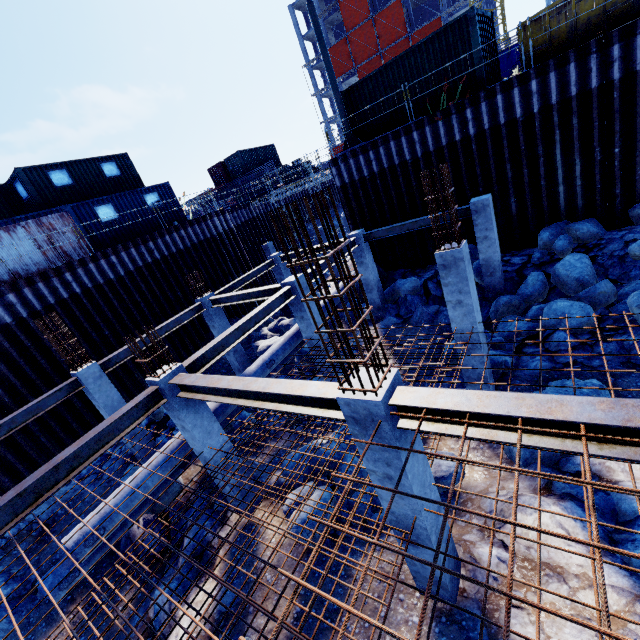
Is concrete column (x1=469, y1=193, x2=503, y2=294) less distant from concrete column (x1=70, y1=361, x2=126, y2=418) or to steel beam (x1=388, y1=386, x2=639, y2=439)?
steel beam (x1=388, y1=386, x2=639, y2=439)

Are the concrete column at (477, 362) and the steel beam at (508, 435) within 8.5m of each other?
yes

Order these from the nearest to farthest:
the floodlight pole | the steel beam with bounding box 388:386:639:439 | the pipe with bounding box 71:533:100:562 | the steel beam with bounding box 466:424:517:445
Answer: the steel beam with bounding box 388:386:639:439 → the steel beam with bounding box 466:424:517:445 → the pipe with bounding box 71:533:100:562 → the floodlight pole

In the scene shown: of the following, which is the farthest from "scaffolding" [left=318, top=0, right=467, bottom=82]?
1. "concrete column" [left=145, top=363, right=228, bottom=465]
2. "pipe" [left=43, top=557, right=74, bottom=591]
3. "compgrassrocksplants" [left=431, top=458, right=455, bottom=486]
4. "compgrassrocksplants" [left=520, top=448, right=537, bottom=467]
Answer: "concrete column" [left=145, top=363, right=228, bottom=465]

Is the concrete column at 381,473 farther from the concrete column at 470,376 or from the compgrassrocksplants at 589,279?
the compgrassrocksplants at 589,279

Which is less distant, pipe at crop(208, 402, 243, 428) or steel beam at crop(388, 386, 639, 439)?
steel beam at crop(388, 386, 639, 439)

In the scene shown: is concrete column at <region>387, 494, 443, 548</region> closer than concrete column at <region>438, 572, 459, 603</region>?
Yes

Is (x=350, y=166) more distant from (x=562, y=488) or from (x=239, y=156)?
(x=239, y=156)
